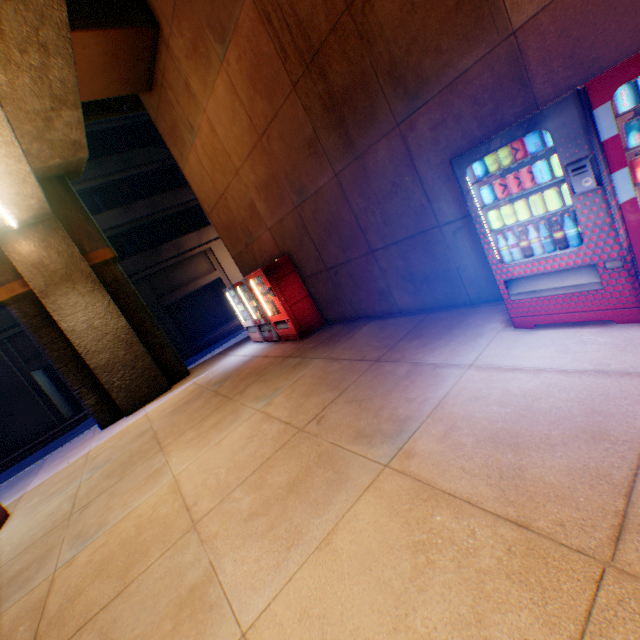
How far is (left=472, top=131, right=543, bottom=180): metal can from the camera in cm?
285

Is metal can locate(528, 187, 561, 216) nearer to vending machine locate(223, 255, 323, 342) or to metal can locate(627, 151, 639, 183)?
metal can locate(627, 151, 639, 183)

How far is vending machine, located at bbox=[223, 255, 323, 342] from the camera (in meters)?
7.93

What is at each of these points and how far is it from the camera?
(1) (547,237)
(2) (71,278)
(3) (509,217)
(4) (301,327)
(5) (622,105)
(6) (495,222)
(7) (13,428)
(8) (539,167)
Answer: (1) bottle, 3.2m
(2) overpass support, 9.4m
(3) metal can, 3.3m
(4) vending machine, 8.2m
(5) metal can, 2.4m
(6) metal can, 3.4m
(7) building, 16.7m
(8) metal can, 2.9m

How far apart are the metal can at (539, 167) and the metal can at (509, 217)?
0.1m

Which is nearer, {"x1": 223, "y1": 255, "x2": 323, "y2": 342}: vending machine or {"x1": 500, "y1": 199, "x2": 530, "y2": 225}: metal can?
{"x1": 500, "y1": 199, "x2": 530, "y2": 225}: metal can

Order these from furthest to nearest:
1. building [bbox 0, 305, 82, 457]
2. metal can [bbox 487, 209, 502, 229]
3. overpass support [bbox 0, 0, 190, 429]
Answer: building [bbox 0, 305, 82, 457] < overpass support [bbox 0, 0, 190, 429] < metal can [bbox 487, 209, 502, 229]

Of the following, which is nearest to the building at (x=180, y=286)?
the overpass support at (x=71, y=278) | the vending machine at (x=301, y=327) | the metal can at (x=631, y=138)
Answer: the overpass support at (x=71, y=278)
